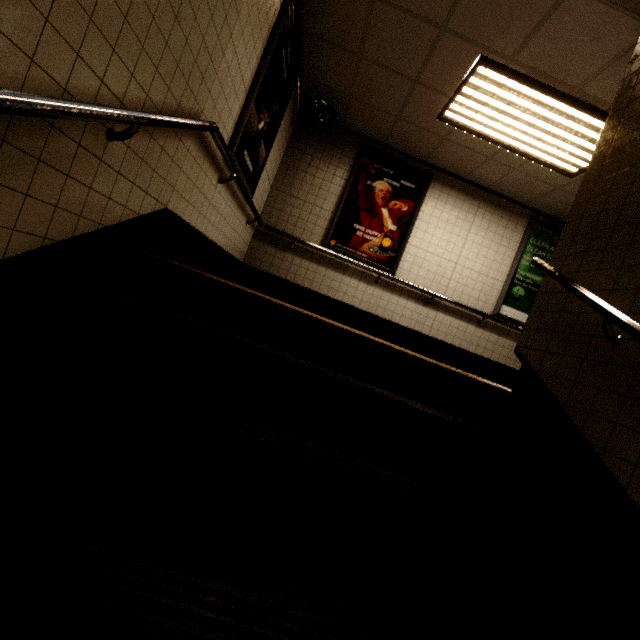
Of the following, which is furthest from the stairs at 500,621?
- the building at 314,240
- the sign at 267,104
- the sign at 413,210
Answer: the sign at 413,210

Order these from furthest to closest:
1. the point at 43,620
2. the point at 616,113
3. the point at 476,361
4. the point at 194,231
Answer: the point at 476,361 < the point at 194,231 < the point at 616,113 < the point at 43,620

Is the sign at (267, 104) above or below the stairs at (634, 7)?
below

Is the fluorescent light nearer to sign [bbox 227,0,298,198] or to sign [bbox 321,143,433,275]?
sign [bbox 321,143,433,275]

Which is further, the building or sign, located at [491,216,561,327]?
sign, located at [491,216,561,327]

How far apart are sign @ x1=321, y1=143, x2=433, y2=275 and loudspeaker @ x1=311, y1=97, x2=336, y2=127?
0.6 meters

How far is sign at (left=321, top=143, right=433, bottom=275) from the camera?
5.2m

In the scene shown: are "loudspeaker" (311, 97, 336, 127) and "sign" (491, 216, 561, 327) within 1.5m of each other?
no
